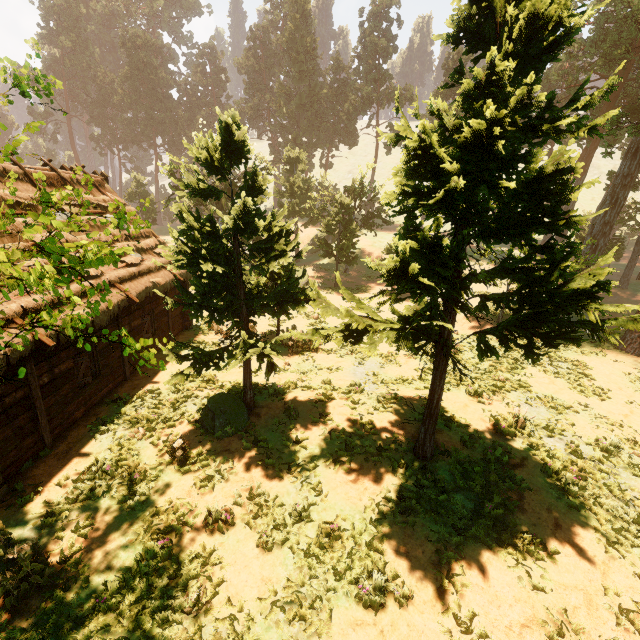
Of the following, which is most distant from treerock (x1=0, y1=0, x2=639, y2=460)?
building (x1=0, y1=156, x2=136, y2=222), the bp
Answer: the bp

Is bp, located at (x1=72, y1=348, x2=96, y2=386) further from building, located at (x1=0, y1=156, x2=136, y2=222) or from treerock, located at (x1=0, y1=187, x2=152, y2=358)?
treerock, located at (x1=0, y1=187, x2=152, y2=358)

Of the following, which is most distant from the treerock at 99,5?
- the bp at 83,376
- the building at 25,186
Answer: the bp at 83,376

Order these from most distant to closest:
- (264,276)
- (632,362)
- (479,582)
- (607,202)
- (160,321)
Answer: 1. (607,202)
2. (632,362)
3. (160,321)
4. (264,276)
5. (479,582)

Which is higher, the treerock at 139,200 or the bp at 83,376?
the treerock at 139,200

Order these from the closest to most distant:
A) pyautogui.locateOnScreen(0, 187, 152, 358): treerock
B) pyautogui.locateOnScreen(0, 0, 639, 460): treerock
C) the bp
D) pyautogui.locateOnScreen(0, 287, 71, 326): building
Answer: pyautogui.locateOnScreen(0, 187, 152, 358): treerock, pyautogui.locateOnScreen(0, 0, 639, 460): treerock, pyautogui.locateOnScreen(0, 287, 71, 326): building, the bp
